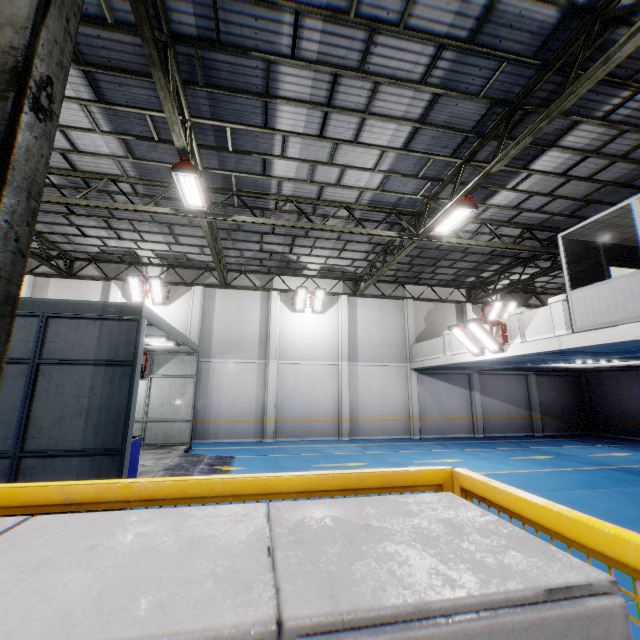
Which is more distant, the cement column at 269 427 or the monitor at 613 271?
the cement column at 269 427

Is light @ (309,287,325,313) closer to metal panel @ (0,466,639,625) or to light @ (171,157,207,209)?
light @ (171,157,207,209)

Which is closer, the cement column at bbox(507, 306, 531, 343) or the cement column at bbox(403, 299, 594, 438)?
the cement column at bbox(507, 306, 531, 343)

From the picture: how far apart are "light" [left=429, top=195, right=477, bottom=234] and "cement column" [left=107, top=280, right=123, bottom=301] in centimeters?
1510cm

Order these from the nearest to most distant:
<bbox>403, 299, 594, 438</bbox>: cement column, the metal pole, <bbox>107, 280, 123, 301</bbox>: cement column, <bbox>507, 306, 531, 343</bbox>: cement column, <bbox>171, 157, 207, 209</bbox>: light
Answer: the metal pole < <bbox>171, 157, 207, 209</bbox>: light < <bbox>507, 306, 531, 343</bbox>: cement column < <bbox>107, 280, 123, 301</bbox>: cement column < <bbox>403, 299, 594, 438</bbox>: cement column

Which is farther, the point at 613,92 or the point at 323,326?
the point at 323,326

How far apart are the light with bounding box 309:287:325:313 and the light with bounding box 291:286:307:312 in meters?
0.1 m

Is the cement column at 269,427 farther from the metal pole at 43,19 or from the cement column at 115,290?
the metal pole at 43,19
